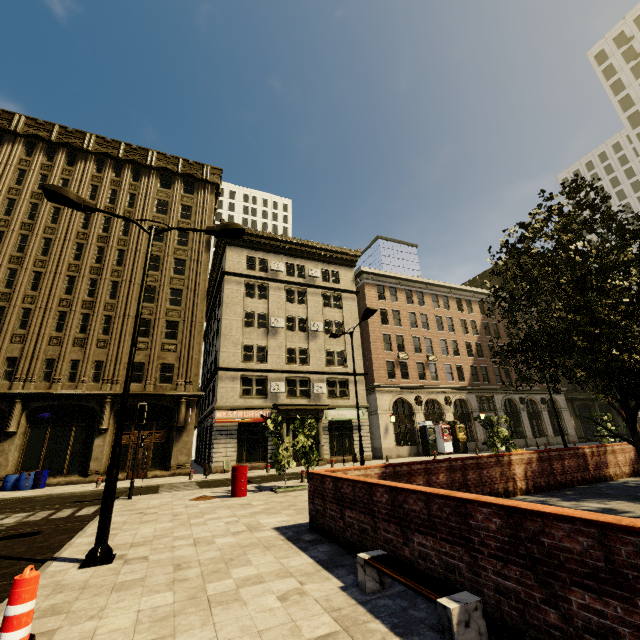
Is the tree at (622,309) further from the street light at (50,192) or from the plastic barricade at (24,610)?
the street light at (50,192)

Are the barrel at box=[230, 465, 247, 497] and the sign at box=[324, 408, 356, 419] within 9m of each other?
no

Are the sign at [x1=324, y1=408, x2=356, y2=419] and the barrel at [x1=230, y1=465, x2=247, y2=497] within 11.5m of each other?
no

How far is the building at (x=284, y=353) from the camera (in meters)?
25.09

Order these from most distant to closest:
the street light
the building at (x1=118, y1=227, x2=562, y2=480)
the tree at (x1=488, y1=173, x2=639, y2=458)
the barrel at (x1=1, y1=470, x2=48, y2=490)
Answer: the building at (x1=118, y1=227, x2=562, y2=480)
the barrel at (x1=1, y1=470, x2=48, y2=490)
the tree at (x1=488, y1=173, x2=639, y2=458)
the street light

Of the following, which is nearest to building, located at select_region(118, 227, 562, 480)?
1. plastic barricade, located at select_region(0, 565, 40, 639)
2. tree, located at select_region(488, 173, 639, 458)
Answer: tree, located at select_region(488, 173, 639, 458)

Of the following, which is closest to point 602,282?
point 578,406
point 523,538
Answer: point 523,538

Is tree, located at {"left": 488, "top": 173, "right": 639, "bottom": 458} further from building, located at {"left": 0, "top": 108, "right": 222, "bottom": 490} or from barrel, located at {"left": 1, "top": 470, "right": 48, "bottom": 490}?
barrel, located at {"left": 1, "top": 470, "right": 48, "bottom": 490}
